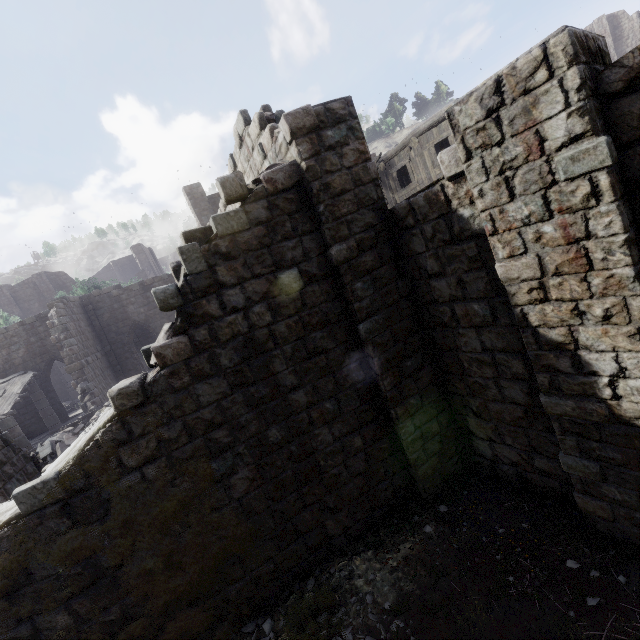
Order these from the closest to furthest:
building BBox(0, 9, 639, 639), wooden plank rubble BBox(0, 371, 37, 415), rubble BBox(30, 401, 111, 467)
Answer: building BBox(0, 9, 639, 639), rubble BBox(30, 401, 111, 467), wooden plank rubble BBox(0, 371, 37, 415)

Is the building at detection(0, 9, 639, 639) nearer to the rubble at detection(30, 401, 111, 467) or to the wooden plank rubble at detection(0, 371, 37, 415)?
the rubble at detection(30, 401, 111, 467)

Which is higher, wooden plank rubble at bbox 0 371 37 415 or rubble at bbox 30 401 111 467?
wooden plank rubble at bbox 0 371 37 415

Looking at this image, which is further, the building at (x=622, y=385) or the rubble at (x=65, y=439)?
the rubble at (x=65, y=439)

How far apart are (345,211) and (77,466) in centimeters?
565cm

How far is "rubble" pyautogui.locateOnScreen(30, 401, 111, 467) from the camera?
10.9 meters

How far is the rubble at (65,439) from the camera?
10.9m
